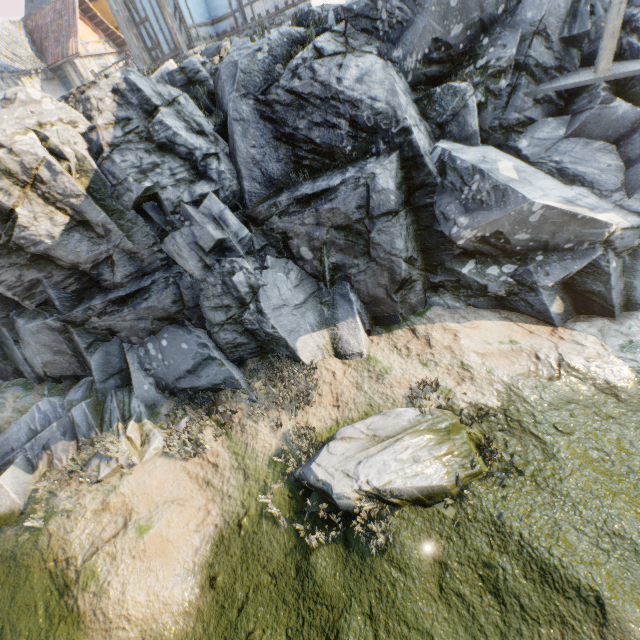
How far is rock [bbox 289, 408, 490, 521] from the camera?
6.6 meters

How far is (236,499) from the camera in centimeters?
749cm

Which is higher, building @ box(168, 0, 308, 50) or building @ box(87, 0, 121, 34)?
building @ box(87, 0, 121, 34)

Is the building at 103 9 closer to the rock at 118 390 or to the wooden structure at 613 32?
the rock at 118 390

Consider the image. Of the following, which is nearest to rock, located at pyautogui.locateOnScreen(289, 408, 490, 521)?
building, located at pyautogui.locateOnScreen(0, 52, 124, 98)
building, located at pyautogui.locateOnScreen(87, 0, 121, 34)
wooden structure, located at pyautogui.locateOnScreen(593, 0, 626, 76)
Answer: wooden structure, located at pyautogui.locateOnScreen(593, 0, 626, 76)

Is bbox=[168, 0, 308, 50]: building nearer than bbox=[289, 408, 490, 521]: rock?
No

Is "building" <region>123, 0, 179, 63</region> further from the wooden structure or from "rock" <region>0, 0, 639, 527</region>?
the wooden structure

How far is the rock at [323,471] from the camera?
6.6 meters
